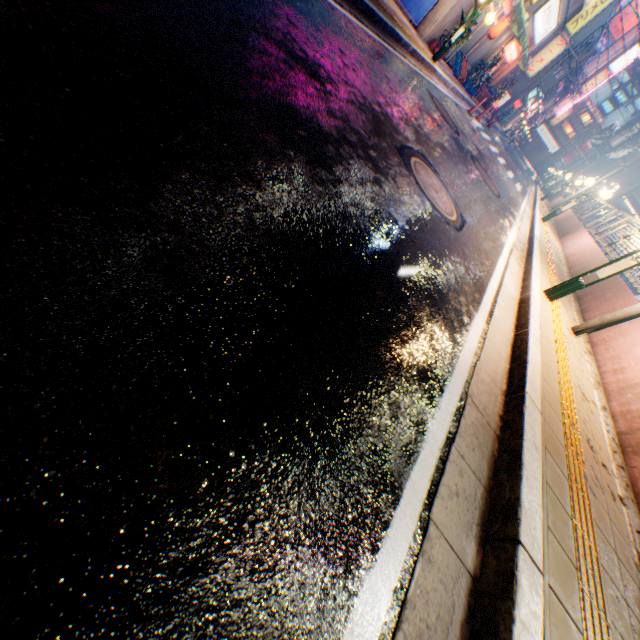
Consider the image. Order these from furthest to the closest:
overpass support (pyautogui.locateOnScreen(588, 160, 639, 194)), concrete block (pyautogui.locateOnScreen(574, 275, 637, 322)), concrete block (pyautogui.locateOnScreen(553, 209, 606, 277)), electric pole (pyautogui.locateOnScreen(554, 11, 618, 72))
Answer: overpass support (pyautogui.locateOnScreen(588, 160, 639, 194)) → electric pole (pyautogui.locateOnScreen(554, 11, 618, 72)) → concrete block (pyautogui.locateOnScreen(553, 209, 606, 277)) → concrete block (pyautogui.locateOnScreen(574, 275, 637, 322))

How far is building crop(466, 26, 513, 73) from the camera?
16.93m

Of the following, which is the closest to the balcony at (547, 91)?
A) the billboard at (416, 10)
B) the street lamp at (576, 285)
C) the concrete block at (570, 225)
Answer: the concrete block at (570, 225)

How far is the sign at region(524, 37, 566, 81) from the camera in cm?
2672

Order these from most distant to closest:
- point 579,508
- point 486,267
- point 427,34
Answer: point 427,34 → point 486,267 → point 579,508

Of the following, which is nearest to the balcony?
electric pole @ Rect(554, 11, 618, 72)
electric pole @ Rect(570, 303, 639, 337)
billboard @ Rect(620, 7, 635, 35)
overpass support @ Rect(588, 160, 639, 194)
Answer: electric pole @ Rect(554, 11, 618, 72)

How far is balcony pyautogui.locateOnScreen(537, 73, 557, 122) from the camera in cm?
3053

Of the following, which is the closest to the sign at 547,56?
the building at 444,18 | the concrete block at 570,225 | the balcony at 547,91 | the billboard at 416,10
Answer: the balcony at 547,91
